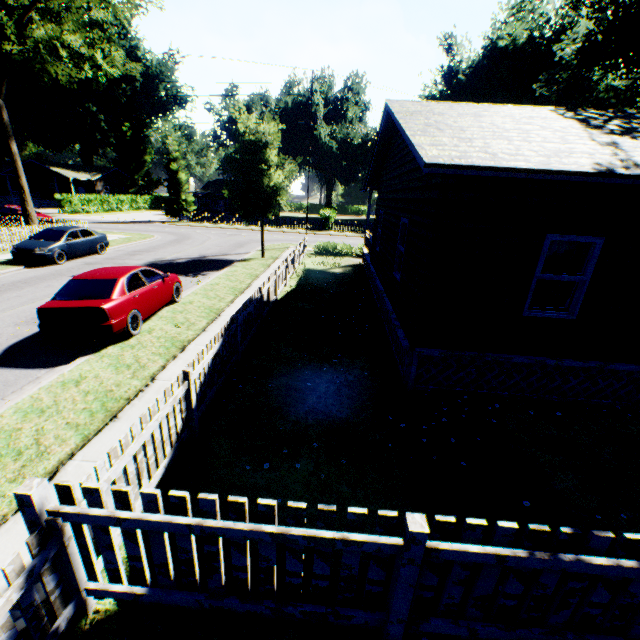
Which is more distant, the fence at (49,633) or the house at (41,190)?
the house at (41,190)

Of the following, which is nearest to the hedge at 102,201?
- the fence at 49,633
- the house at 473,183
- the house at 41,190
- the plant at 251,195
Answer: the house at 41,190

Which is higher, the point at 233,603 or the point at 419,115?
the point at 419,115

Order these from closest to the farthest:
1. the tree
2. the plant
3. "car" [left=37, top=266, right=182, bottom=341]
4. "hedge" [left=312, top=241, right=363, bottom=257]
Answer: "car" [left=37, top=266, right=182, bottom=341] → the plant → the tree → "hedge" [left=312, top=241, right=363, bottom=257]

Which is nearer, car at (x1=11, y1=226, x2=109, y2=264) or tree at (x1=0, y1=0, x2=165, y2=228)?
car at (x1=11, y1=226, x2=109, y2=264)

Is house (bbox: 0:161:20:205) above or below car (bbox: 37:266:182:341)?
above

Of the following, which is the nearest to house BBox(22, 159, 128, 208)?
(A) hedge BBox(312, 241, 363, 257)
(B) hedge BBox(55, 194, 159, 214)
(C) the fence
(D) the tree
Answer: (B) hedge BBox(55, 194, 159, 214)

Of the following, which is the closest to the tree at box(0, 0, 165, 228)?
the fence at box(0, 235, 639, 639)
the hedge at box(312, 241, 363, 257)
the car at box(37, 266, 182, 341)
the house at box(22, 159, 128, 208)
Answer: the fence at box(0, 235, 639, 639)
